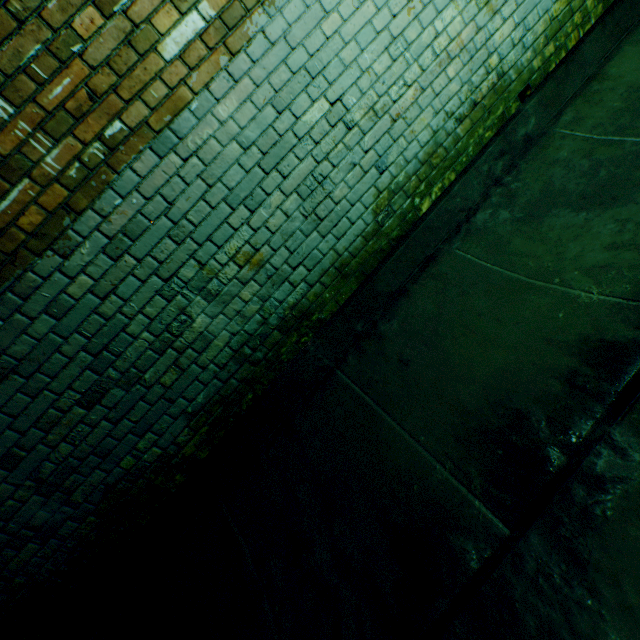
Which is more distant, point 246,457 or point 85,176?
point 246,457
